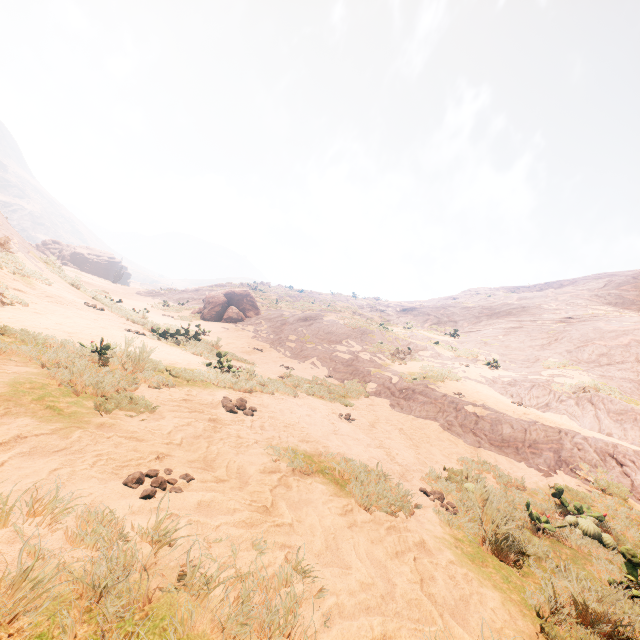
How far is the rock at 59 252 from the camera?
54.7m

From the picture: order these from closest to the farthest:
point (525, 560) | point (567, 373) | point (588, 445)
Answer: point (525, 560), point (588, 445), point (567, 373)

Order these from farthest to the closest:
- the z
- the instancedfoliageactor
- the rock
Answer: the rock, the instancedfoliageactor, the z

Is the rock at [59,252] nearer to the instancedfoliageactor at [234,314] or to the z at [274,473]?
the z at [274,473]

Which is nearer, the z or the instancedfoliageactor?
the z

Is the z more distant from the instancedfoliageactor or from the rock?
the rock
